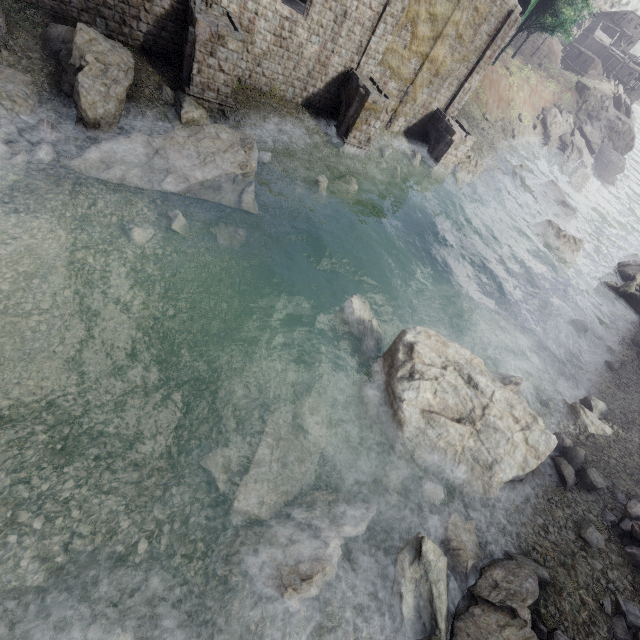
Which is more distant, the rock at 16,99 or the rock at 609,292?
the rock at 609,292

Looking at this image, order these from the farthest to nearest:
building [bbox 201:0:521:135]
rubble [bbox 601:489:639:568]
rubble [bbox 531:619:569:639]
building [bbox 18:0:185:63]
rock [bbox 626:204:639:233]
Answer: rock [bbox 626:204:639:233] → building [bbox 201:0:521:135] → building [bbox 18:0:185:63] → rubble [bbox 601:489:639:568] → rubble [bbox 531:619:569:639]

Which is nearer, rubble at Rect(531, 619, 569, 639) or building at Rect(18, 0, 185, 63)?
rubble at Rect(531, 619, 569, 639)

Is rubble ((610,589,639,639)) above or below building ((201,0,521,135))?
below

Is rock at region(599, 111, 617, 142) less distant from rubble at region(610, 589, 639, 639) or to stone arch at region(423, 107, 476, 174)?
stone arch at region(423, 107, 476, 174)

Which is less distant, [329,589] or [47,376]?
[329,589]

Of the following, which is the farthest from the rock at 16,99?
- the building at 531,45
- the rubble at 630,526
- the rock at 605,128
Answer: the building at 531,45

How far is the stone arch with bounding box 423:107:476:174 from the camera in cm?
2498
